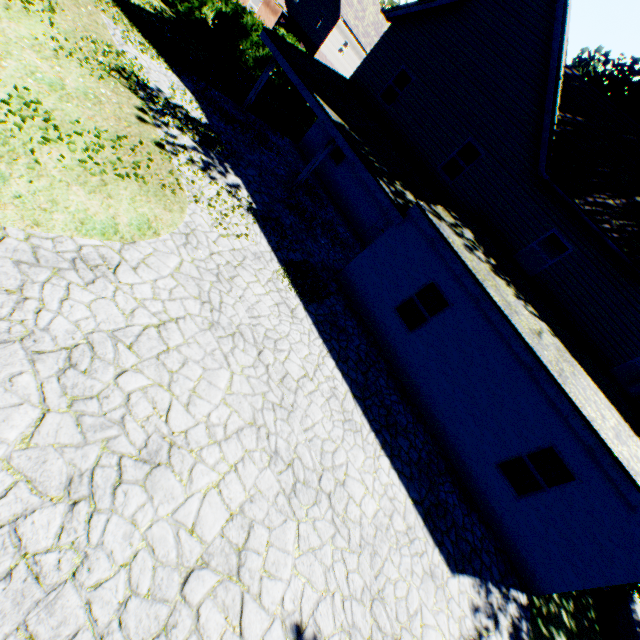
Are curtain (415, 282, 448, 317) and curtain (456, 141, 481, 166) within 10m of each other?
yes

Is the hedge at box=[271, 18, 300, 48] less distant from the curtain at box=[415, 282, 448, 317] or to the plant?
the plant

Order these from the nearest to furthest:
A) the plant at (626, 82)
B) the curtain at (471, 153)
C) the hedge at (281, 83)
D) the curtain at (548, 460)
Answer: the curtain at (548, 460) → the curtain at (471, 153) → the plant at (626, 82) → the hedge at (281, 83)

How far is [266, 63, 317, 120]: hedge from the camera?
21.7 meters

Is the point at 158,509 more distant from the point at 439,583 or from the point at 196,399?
the point at 439,583

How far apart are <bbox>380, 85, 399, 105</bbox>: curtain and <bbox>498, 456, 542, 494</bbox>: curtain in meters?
15.0 m

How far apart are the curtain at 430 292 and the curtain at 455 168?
6.82m

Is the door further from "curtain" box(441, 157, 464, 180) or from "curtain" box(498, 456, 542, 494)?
"curtain" box(498, 456, 542, 494)
